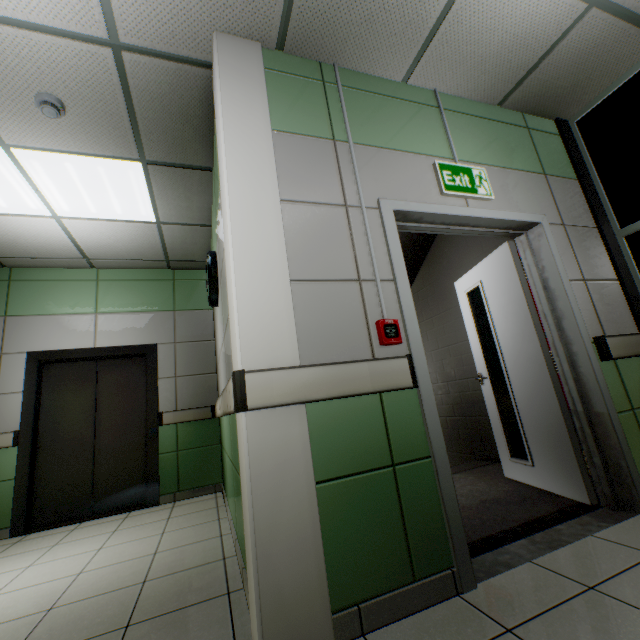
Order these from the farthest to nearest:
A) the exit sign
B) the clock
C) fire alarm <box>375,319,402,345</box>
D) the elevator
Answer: the elevator, the clock, the exit sign, fire alarm <box>375,319,402,345</box>

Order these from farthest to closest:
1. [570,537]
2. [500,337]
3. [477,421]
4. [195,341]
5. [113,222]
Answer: [195,341] → [477,421] → [113,222] → [500,337] → [570,537]

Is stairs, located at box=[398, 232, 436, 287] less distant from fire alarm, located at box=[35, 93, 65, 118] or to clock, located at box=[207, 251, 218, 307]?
clock, located at box=[207, 251, 218, 307]

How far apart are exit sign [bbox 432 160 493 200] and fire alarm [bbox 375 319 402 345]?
1.12m

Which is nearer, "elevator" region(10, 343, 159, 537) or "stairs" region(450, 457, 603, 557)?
"stairs" region(450, 457, 603, 557)

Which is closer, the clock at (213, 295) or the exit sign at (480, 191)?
the exit sign at (480, 191)

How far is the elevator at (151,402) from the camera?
3.69m

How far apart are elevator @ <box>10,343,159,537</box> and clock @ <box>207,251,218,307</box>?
1.6m
